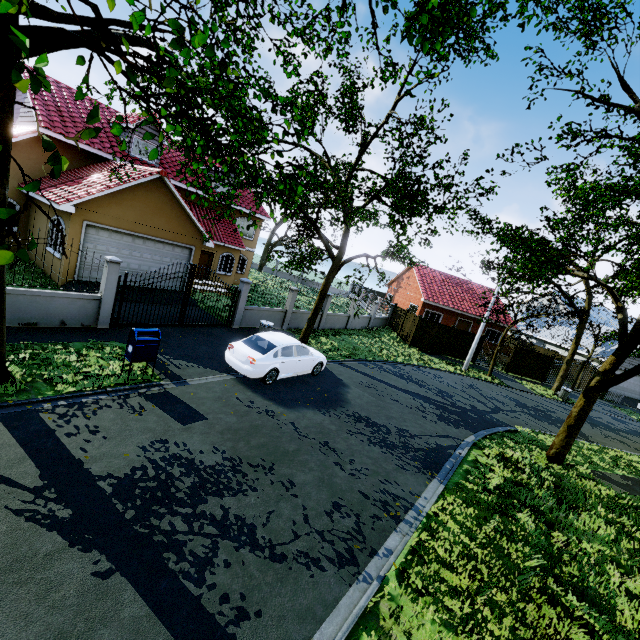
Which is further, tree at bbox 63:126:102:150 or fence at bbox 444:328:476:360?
fence at bbox 444:328:476:360

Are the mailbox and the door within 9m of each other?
no

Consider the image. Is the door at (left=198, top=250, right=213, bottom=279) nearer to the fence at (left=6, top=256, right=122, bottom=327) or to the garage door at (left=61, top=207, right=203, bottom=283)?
the garage door at (left=61, top=207, right=203, bottom=283)

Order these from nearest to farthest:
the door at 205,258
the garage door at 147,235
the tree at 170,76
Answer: the tree at 170,76
the garage door at 147,235
the door at 205,258

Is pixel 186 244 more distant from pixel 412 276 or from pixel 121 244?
pixel 412 276

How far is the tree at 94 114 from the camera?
1.79m

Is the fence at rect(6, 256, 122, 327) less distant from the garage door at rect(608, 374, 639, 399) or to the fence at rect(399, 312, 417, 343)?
the fence at rect(399, 312, 417, 343)

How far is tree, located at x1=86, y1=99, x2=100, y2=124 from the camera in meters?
1.8 m
